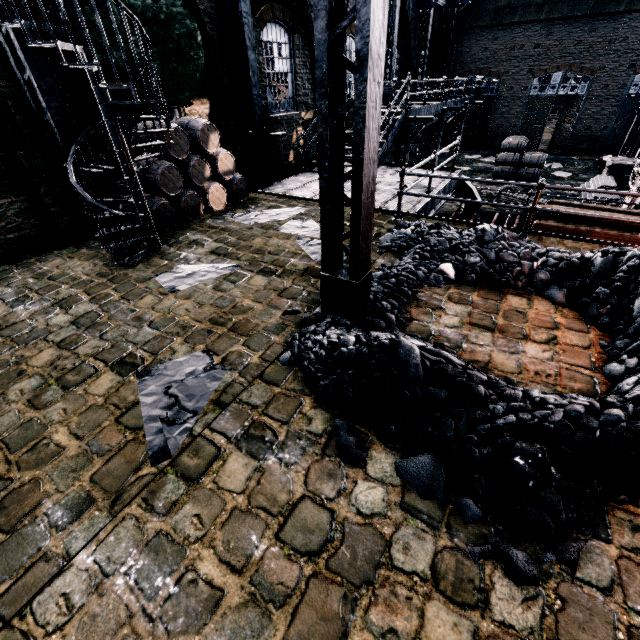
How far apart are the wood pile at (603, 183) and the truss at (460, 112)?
8.45m

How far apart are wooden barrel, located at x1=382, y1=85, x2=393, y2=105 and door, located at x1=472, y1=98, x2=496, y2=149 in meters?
14.2 m

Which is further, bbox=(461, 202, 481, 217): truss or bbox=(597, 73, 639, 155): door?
bbox=(597, 73, 639, 155): door

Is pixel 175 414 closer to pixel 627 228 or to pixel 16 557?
pixel 16 557

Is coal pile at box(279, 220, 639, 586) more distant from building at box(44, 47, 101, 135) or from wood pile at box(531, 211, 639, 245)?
wood pile at box(531, 211, 639, 245)

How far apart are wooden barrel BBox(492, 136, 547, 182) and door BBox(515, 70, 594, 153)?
Answer: 9.9m

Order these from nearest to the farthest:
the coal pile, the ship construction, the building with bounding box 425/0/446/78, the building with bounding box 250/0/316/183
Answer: the coal pile, the building with bounding box 250/0/316/183, the ship construction, the building with bounding box 425/0/446/78

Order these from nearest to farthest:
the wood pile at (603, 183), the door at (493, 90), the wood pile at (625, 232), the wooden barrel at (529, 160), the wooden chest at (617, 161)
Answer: the wood pile at (625, 232)
the wood pile at (603, 183)
the wooden chest at (617, 161)
the wooden barrel at (529, 160)
the door at (493, 90)
